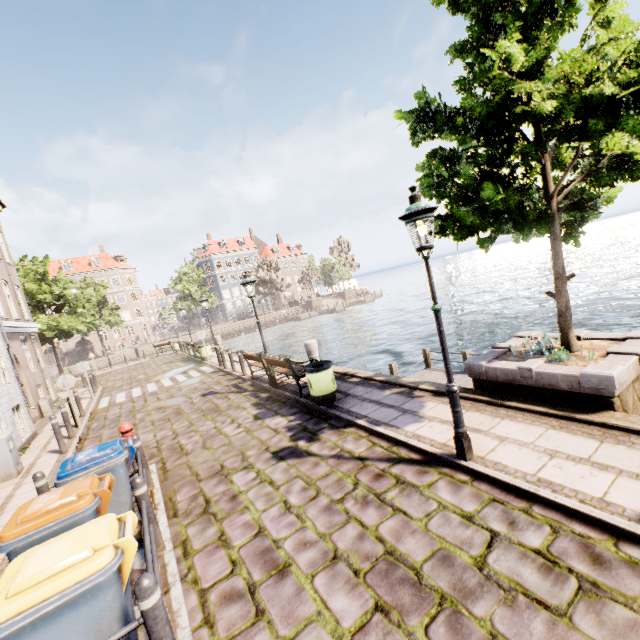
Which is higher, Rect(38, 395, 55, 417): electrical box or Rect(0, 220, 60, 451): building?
Rect(0, 220, 60, 451): building

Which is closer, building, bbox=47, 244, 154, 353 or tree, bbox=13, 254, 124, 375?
tree, bbox=13, 254, 124, 375

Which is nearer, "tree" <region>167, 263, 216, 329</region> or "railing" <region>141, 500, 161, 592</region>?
"railing" <region>141, 500, 161, 592</region>

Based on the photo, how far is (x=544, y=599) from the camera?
2.72m

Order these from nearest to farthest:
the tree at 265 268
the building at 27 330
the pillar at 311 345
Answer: the building at 27 330 < the pillar at 311 345 < the tree at 265 268

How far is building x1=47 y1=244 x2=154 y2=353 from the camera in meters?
52.7 m

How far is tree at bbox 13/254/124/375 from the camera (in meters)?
24.44

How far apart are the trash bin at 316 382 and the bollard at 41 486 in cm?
509
